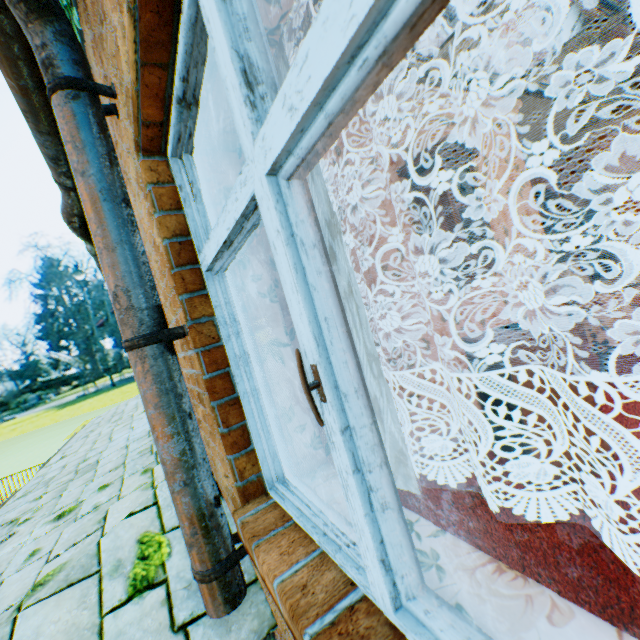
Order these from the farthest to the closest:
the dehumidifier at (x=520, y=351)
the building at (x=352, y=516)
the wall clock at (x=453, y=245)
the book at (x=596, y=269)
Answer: the book at (x=596, y=269) → the wall clock at (x=453, y=245) → the dehumidifier at (x=520, y=351) → the building at (x=352, y=516)

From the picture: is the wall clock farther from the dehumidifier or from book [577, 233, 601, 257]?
book [577, 233, 601, 257]

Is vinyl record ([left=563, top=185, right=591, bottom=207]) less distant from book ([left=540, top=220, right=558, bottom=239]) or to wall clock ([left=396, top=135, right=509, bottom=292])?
book ([left=540, top=220, right=558, bottom=239])

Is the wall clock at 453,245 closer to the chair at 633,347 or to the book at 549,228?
the chair at 633,347

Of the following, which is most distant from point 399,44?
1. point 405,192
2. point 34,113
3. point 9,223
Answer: point 9,223

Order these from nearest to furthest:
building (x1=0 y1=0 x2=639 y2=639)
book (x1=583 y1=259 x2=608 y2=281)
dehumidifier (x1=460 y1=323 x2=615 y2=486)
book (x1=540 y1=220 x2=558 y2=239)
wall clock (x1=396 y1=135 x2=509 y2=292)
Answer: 1. building (x1=0 y1=0 x2=639 y2=639)
2. dehumidifier (x1=460 y1=323 x2=615 y2=486)
3. wall clock (x1=396 y1=135 x2=509 y2=292)
4. book (x1=540 y1=220 x2=558 y2=239)
5. book (x1=583 y1=259 x2=608 y2=281)

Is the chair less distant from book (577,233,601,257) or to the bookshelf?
the bookshelf

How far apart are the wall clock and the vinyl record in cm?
308
